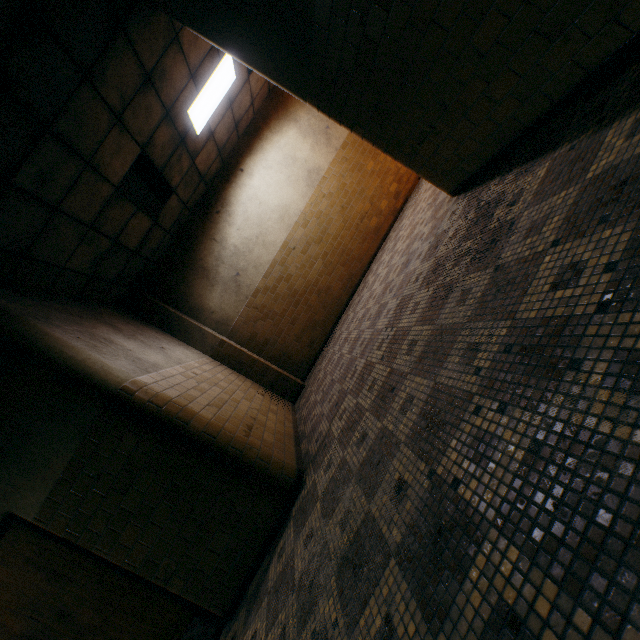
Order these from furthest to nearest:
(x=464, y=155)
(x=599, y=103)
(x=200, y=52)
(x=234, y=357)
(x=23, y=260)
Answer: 1. (x=234, y=357)
2. (x=200, y=52)
3. (x=23, y=260)
4. (x=464, y=155)
5. (x=599, y=103)

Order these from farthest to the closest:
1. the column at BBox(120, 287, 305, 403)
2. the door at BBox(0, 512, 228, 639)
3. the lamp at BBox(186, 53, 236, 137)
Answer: the column at BBox(120, 287, 305, 403), the lamp at BBox(186, 53, 236, 137), the door at BBox(0, 512, 228, 639)

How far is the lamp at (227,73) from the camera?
5.1 meters

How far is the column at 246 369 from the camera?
6.4m

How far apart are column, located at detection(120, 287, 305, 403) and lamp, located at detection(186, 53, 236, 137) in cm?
313

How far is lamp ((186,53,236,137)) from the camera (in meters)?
5.14

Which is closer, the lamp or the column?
the lamp

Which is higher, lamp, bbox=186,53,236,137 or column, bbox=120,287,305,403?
lamp, bbox=186,53,236,137
